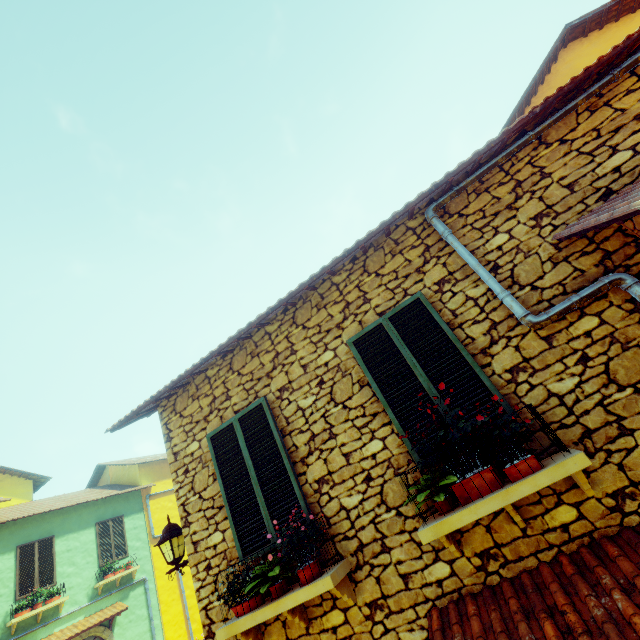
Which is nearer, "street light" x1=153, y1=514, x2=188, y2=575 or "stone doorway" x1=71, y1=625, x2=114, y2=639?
"street light" x1=153, y1=514, x2=188, y2=575

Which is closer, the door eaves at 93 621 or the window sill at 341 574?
the window sill at 341 574

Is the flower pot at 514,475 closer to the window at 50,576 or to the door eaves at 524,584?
the door eaves at 524,584

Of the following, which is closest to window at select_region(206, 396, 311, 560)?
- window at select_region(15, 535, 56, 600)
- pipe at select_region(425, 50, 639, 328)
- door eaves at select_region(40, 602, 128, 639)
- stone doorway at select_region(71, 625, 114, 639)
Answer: pipe at select_region(425, 50, 639, 328)

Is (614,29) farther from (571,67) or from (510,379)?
(510,379)

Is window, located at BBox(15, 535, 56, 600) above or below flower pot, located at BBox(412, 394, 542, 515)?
above

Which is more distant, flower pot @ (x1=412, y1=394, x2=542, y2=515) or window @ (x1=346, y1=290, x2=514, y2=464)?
window @ (x1=346, y1=290, x2=514, y2=464)

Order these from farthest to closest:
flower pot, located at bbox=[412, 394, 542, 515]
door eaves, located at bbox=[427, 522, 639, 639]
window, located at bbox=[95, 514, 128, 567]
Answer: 1. window, located at bbox=[95, 514, 128, 567]
2. flower pot, located at bbox=[412, 394, 542, 515]
3. door eaves, located at bbox=[427, 522, 639, 639]
